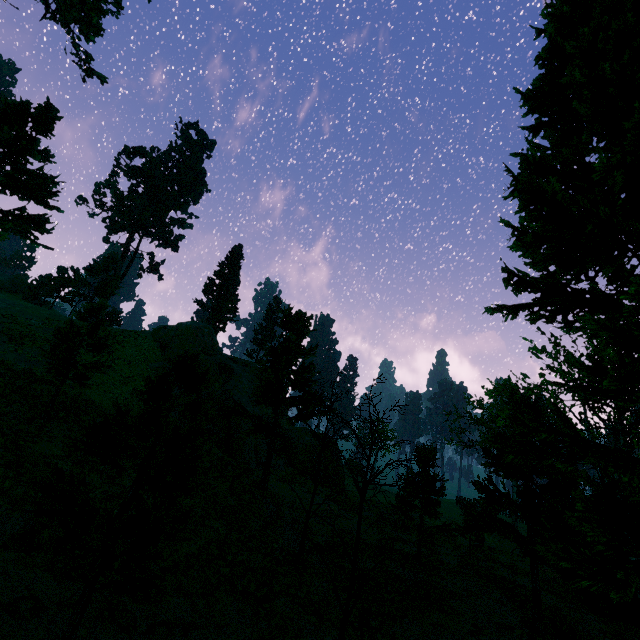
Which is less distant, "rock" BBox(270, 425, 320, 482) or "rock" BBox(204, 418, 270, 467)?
"rock" BBox(204, 418, 270, 467)

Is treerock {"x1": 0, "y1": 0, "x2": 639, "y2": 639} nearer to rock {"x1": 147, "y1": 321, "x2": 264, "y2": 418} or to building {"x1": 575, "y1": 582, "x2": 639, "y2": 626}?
building {"x1": 575, "y1": 582, "x2": 639, "y2": 626}

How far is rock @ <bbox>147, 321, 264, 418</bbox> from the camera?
31.2 meters

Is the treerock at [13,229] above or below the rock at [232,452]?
above

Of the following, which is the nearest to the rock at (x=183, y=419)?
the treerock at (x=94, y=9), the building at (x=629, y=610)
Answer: the treerock at (x=94, y=9)

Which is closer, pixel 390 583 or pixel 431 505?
pixel 390 583

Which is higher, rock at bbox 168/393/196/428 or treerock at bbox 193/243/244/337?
treerock at bbox 193/243/244/337

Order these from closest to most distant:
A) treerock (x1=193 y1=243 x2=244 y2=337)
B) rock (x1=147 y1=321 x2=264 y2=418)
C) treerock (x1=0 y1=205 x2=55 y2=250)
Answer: treerock (x1=0 y1=205 x2=55 y2=250) → rock (x1=147 y1=321 x2=264 y2=418) → treerock (x1=193 y1=243 x2=244 y2=337)
